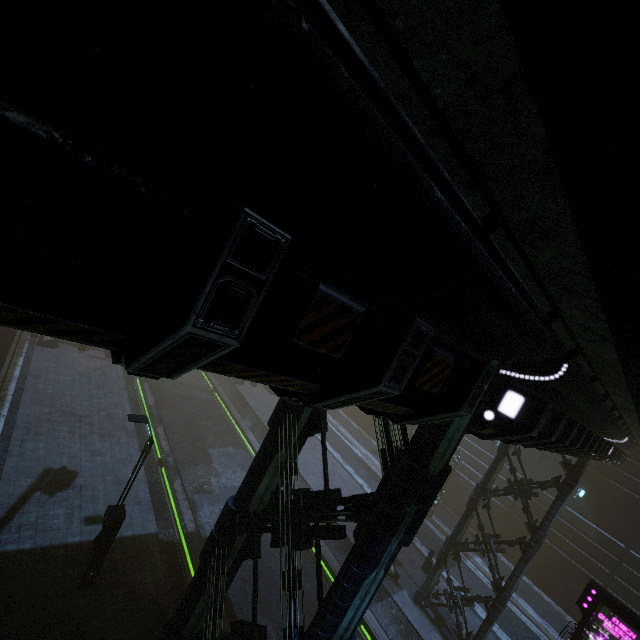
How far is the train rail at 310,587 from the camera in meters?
13.6 m

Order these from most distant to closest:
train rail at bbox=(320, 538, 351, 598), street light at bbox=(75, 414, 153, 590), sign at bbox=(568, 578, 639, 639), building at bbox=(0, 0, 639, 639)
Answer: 1. train rail at bbox=(320, 538, 351, 598)
2. sign at bbox=(568, 578, 639, 639)
3. street light at bbox=(75, 414, 153, 590)
4. building at bbox=(0, 0, 639, 639)

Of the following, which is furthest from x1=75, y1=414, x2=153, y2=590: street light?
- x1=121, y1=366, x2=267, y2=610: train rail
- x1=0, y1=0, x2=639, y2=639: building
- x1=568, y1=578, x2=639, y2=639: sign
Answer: x1=568, y1=578, x2=639, y2=639: sign

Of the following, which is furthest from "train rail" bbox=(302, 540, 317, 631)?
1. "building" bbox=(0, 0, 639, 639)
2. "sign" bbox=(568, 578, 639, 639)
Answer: "sign" bbox=(568, 578, 639, 639)

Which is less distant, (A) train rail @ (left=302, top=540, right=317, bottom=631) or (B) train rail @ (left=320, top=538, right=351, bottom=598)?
(A) train rail @ (left=302, top=540, right=317, bottom=631)

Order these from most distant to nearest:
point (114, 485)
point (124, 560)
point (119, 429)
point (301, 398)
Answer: point (119, 429), point (114, 485), point (124, 560), point (301, 398)

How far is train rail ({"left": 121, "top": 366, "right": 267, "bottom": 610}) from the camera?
13.49m

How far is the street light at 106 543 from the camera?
9.40m
